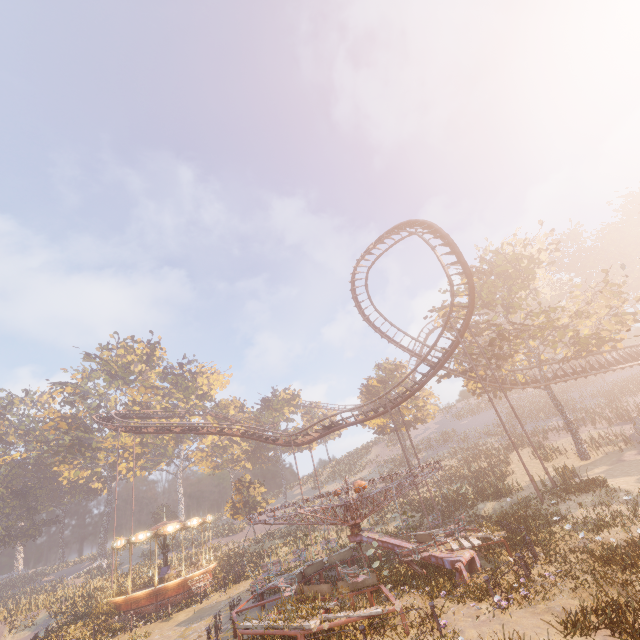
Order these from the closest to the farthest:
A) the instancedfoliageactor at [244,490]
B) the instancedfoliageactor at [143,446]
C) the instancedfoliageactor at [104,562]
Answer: the instancedfoliageactor at [104,562] < the instancedfoliageactor at [244,490] < the instancedfoliageactor at [143,446]

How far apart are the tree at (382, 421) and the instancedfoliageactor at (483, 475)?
14.12m

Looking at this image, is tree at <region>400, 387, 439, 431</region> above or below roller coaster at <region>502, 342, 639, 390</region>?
above

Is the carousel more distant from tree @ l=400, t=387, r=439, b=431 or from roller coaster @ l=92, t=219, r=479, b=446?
tree @ l=400, t=387, r=439, b=431

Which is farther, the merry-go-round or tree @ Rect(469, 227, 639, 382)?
tree @ Rect(469, 227, 639, 382)

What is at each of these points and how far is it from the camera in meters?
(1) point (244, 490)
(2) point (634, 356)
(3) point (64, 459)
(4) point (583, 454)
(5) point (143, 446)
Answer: (1) instancedfoliageactor, 41.1 m
(2) roller coaster, 30.7 m
(3) instancedfoliageactor, 50.3 m
(4) tree, 26.2 m
(5) instancedfoliageactor, 58.2 m

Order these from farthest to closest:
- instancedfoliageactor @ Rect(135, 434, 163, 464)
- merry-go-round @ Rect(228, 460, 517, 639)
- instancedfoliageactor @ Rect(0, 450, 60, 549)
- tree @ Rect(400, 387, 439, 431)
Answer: instancedfoliageactor @ Rect(135, 434, 163, 464)
instancedfoliageactor @ Rect(0, 450, 60, 549)
tree @ Rect(400, 387, 439, 431)
merry-go-round @ Rect(228, 460, 517, 639)

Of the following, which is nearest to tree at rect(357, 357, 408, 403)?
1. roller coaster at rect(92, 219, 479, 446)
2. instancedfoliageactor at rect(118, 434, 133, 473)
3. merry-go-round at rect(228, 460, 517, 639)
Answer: roller coaster at rect(92, 219, 479, 446)
